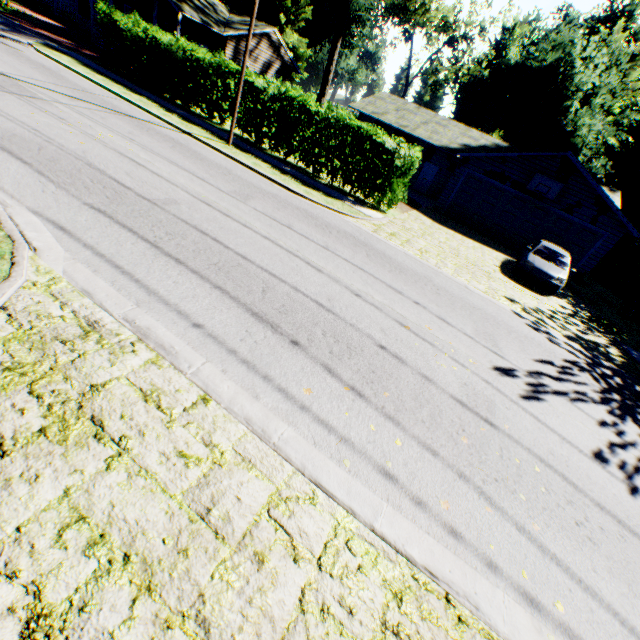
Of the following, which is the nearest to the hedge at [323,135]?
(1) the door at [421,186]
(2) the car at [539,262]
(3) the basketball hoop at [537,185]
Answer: (2) the car at [539,262]

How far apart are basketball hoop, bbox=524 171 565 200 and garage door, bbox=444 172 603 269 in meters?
0.5

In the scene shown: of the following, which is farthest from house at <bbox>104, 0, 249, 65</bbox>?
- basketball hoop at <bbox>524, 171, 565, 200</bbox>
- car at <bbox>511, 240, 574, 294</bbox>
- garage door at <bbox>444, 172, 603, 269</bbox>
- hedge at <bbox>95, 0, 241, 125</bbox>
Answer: car at <bbox>511, 240, 574, 294</bbox>

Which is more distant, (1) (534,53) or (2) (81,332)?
(1) (534,53)

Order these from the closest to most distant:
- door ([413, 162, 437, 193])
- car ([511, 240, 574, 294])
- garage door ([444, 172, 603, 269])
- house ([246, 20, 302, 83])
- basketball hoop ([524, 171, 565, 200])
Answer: car ([511, 240, 574, 294])
basketball hoop ([524, 171, 565, 200])
garage door ([444, 172, 603, 269])
door ([413, 162, 437, 193])
house ([246, 20, 302, 83])

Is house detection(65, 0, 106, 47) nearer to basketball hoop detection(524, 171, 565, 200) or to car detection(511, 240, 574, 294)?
basketball hoop detection(524, 171, 565, 200)

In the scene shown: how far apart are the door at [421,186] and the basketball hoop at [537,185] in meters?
8.2

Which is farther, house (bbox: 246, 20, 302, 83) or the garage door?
house (bbox: 246, 20, 302, 83)
